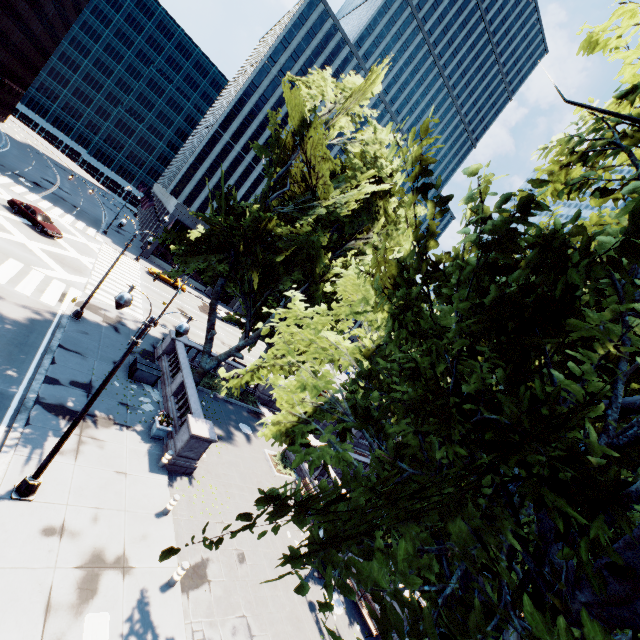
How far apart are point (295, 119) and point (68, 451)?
19.7m

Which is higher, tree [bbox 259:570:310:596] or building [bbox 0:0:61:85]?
building [bbox 0:0:61:85]

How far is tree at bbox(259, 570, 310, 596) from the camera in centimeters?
378cm

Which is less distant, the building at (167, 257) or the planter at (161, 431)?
the planter at (161, 431)

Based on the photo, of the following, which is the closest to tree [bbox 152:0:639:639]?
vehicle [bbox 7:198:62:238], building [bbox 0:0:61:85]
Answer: vehicle [bbox 7:198:62:238]

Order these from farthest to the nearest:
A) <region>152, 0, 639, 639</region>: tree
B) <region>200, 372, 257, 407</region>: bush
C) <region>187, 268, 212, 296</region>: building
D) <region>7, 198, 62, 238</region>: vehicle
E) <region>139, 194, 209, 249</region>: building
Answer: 1. <region>187, 268, 212, 296</region>: building
2. <region>139, 194, 209, 249</region>: building
3. <region>7, 198, 62, 238</region>: vehicle
4. <region>200, 372, 257, 407</region>: bush
5. <region>152, 0, 639, 639</region>: tree

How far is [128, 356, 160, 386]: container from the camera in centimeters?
1911cm

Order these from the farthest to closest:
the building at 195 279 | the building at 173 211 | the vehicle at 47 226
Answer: the building at 195 279, the building at 173 211, the vehicle at 47 226
